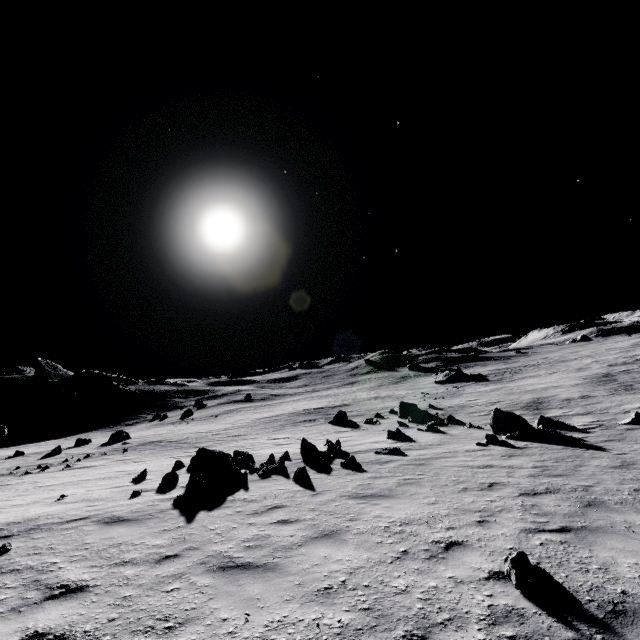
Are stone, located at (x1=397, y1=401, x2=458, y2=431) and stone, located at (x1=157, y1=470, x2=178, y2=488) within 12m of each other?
no

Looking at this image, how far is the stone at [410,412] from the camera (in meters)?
19.79

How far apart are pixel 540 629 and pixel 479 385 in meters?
46.4 m

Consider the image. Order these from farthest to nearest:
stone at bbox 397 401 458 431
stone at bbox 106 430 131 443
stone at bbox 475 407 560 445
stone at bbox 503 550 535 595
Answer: stone at bbox 106 430 131 443 < stone at bbox 397 401 458 431 < stone at bbox 475 407 560 445 < stone at bbox 503 550 535 595

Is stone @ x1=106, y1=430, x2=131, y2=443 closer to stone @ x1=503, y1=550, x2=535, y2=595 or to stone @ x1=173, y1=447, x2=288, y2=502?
stone @ x1=173, y1=447, x2=288, y2=502

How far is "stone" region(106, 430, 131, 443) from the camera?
32.8m

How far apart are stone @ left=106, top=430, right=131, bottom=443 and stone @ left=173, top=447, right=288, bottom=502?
27.84m

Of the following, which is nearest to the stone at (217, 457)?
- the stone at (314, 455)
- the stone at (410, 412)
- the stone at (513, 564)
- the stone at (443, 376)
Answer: the stone at (314, 455)
